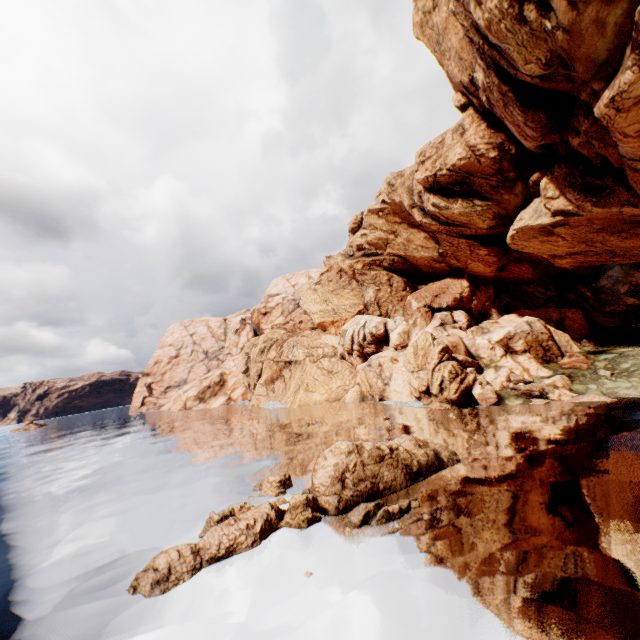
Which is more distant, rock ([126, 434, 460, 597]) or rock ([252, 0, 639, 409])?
rock ([252, 0, 639, 409])

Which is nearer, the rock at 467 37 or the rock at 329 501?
the rock at 329 501

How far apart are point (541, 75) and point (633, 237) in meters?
19.0 m

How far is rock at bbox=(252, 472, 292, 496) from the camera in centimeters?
1786cm

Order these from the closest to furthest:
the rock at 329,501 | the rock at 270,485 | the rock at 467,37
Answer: the rock at 329,501 → the rock at 467,37 → the rock at 270,485

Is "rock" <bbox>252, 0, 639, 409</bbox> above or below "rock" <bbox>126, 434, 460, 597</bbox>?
above
